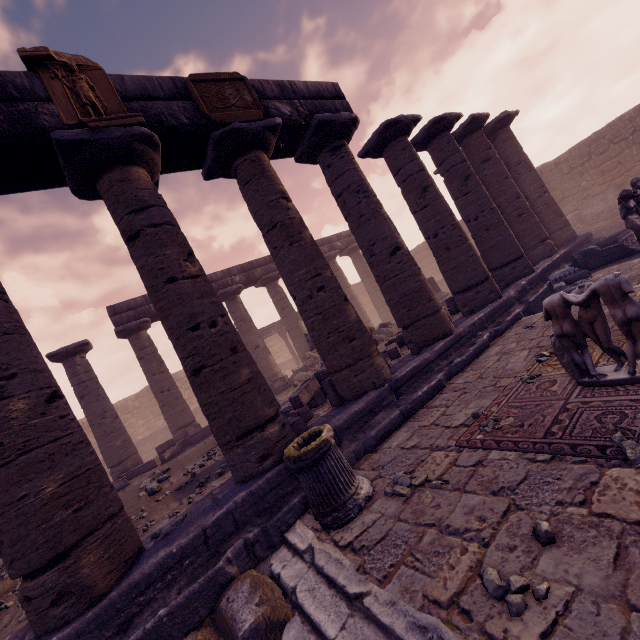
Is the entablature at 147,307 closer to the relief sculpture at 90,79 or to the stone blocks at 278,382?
the relief sculpture at 90,79

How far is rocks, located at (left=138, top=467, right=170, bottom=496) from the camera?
7.2 meters

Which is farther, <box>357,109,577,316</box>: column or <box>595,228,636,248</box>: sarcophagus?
<box>595,228,636,248</box>: sarcophagus

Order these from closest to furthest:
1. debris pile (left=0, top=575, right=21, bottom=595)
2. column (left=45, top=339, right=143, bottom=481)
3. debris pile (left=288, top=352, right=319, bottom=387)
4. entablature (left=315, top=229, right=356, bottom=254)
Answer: debris pile (left=0, top=575, right=21, bottom=595)
column (left=45, top=339, right=143, bottom=481)
debris pile (left=288, top=352, right=319, bottom=387)
entablature (left=315, top=229, right=356, bottom=254)

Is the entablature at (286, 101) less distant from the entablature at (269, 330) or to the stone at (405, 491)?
the entablature at (269, 330)

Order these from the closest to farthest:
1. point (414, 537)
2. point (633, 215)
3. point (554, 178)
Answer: point (414, 537), point (633, 215), point (554, 178)

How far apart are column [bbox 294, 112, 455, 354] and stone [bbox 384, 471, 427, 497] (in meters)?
3.56

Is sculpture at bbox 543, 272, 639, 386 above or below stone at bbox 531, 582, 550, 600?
above
